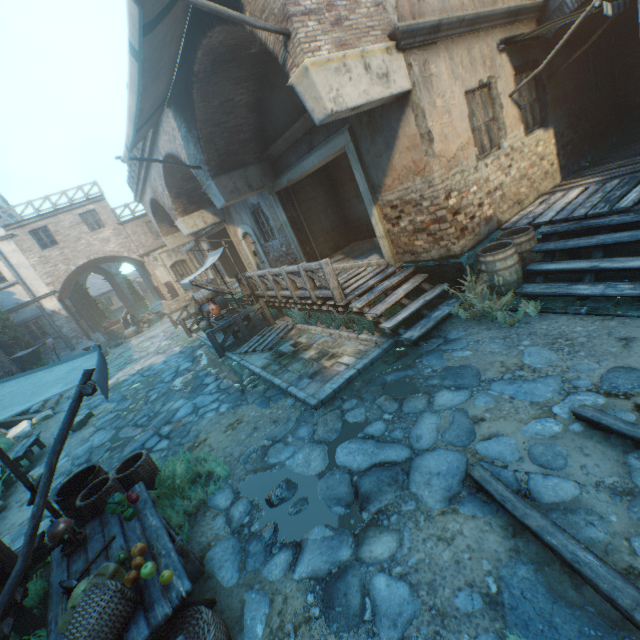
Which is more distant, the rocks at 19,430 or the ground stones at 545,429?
the rocks at 19,430

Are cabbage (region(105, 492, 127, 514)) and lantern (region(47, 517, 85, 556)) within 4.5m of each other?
yes

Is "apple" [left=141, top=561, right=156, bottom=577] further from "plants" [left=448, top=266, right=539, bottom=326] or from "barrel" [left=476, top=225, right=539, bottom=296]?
"barrel" [left=476, top=225, right=539, bottom=296]

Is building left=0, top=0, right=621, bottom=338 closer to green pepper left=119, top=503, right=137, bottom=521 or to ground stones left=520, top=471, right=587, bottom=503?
ground stones left=520, top=471, right=587, bottom=503

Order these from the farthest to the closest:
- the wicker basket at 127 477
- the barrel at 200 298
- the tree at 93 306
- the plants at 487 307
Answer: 1. the tree at 93 306
2. the barrel at 200 298
3. the plants at 487 307
4. the wicker basket at 127 477

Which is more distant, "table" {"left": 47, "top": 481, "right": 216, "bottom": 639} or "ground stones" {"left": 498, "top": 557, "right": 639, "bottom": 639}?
"table" {"left": 47, "top": 481, "right": 216, "bottom": 639}

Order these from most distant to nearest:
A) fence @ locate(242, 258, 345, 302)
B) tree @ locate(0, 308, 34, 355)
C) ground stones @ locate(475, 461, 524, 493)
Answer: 1. tree @ locate(0, 308, 34, 355)
2. fence @ locate(242, 258, 345, 302)
3. ground stones @ locate(475, 461, 524, 493)

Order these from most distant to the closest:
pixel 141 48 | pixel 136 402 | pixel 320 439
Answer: pixel 136 402 < pixel 320 439 < pixel 141 48
